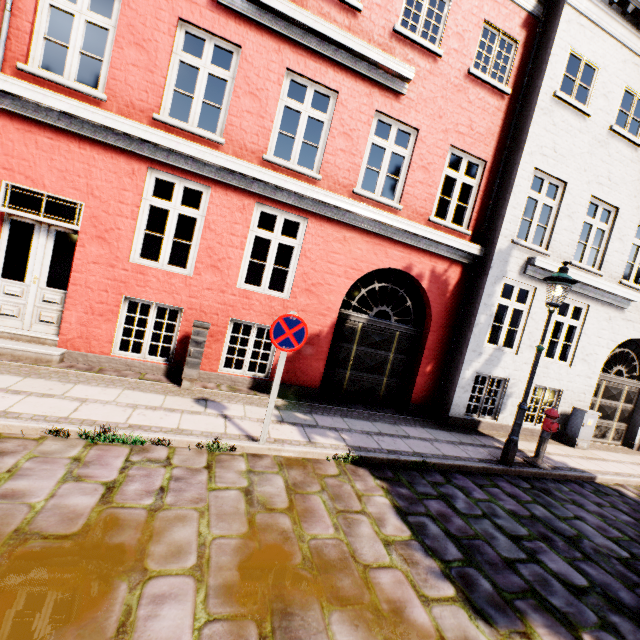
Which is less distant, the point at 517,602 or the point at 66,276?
the point at 517,602

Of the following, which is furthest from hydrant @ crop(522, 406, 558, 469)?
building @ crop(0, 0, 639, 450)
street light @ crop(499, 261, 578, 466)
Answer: building @ crop(0, 0, 639, 450)

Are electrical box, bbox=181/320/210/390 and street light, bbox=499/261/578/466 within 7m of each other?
yes

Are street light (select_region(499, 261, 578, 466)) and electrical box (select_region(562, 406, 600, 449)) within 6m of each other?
yes

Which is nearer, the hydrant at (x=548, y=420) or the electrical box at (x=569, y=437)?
the hydrant at (x=548, y=420)

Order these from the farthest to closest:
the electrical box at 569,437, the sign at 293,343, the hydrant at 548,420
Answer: the electrical box at 569,437
the hydrant at 548,420
the sign at 293,343

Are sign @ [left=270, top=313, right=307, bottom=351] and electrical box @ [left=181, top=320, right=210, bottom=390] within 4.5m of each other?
yes

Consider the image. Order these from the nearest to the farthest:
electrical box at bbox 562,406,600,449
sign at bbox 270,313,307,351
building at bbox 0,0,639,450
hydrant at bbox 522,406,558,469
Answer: sign at bbox 270,313,307,351 → building at bbox 0,0,639,450 → hydrant at bbox 522,406,558,469 → electrical box at bbox 562,406,600,449
